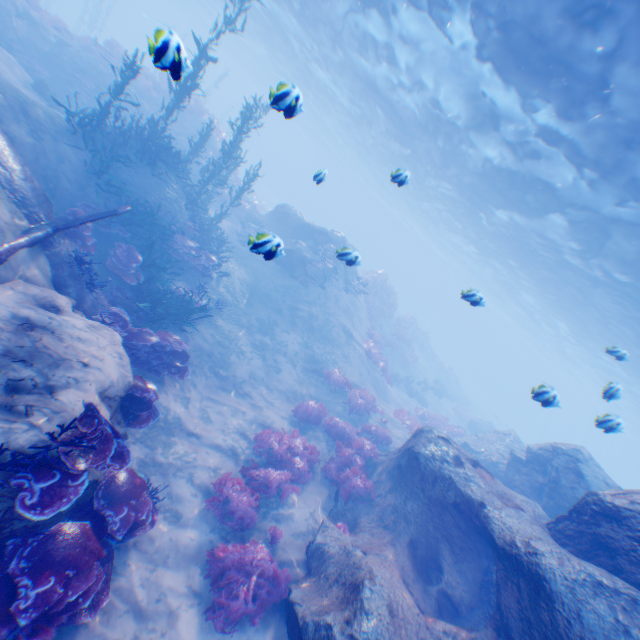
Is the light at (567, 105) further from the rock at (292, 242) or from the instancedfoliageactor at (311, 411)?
the instancedfoliageactor at (311, 411)

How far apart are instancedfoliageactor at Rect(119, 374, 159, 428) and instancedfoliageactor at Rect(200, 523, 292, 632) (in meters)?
3.11

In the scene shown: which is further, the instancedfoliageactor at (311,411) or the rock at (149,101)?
the rock at (149,101)

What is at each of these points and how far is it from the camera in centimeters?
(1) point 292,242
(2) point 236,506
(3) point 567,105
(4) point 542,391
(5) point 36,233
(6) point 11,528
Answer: (1) rock, 1977cm
(2) instancedfoliageactor, 733cm
(3) light, 1026cm
(4) light, 672cm
(5) plane, 630cm
(6) rock, 438cm

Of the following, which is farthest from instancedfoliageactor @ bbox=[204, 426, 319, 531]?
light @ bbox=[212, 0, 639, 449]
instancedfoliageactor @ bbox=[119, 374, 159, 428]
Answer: light @ bbox=[212, 0, 639, 449]

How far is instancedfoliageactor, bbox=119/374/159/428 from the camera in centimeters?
641cm

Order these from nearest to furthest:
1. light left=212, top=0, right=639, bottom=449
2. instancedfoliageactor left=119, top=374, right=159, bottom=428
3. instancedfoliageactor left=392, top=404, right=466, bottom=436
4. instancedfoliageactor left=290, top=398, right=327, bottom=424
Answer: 1. instancedfoliageactor left=119, top=374, right=159, bottom=428
2. light left=212, top=0, right=639, bottom=449
3. instancedfoliageactor left=290, top=398, right=327, bottom=424
4. instancedfoliageactor left=392, top=404, right=466, bottom=436

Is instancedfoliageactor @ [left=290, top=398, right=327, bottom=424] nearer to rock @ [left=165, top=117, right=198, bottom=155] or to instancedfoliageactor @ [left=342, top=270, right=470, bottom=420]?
instancedfoliageactor @ [left=342, top=270, right=470, bottom=420]
